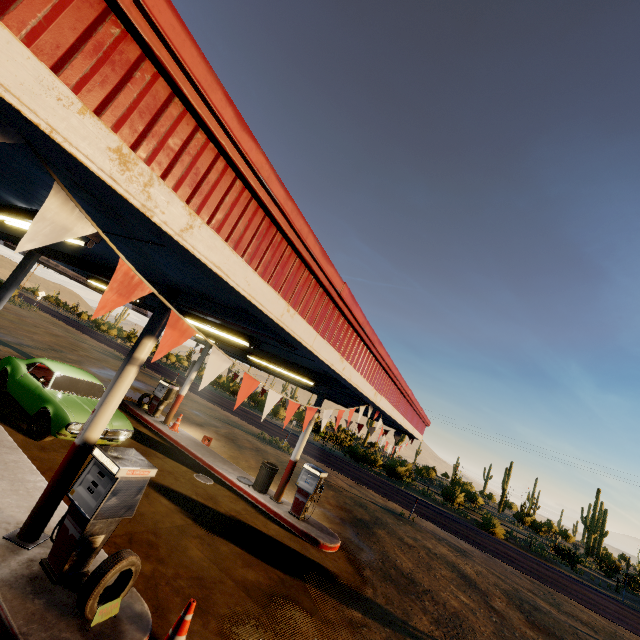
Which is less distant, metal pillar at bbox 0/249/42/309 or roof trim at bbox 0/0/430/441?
roof trim at bbox 0/0/430/441

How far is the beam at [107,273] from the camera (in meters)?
6.66

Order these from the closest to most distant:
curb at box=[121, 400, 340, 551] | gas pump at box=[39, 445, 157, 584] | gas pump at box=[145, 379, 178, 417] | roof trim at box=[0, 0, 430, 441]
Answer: roof trim at box=[0, 0, 430, 441] → gas pump at box=[39, 445, 157, 584] → curb at box=[121, 400, 340, 551] → gas pump at box=[145, 379, 178, 417]

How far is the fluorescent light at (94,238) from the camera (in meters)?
3.92

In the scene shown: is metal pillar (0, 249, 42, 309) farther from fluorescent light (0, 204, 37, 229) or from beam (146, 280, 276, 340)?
fluorescent light (0, 204, 37, 229)

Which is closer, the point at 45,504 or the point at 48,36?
the point at 48,36

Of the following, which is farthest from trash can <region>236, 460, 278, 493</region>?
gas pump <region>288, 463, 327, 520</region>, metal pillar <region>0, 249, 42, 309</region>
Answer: metal pillar <region>0, 249, 42, 309</region>

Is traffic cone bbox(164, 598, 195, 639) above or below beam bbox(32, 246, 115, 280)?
below
